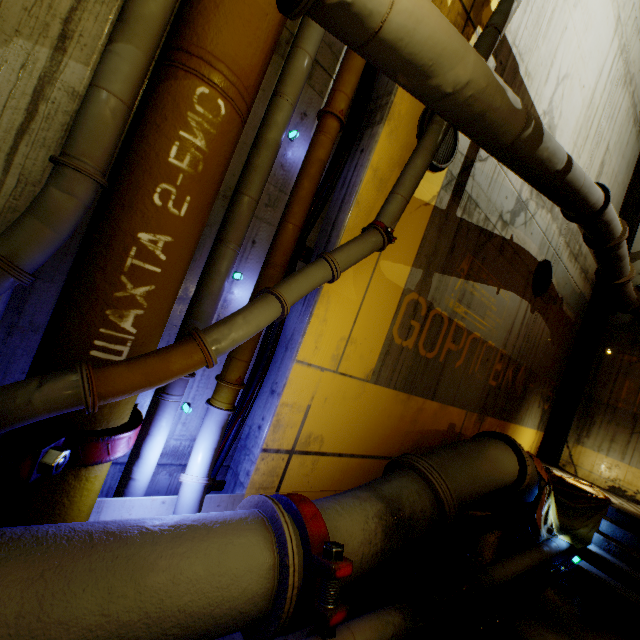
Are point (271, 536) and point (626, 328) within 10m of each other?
no

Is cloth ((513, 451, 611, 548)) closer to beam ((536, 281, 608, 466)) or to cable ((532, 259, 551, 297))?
beam ((536, 281, 608, 466))

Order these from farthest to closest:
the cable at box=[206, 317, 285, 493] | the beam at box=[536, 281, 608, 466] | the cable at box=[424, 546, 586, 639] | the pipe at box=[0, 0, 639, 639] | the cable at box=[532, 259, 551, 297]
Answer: the beam at box=[536, 281, 608, 466] < the cable at box=[532, 259, 551, 297] < the cable at box=[206, 317, 285, 493] < the cable at box=[424, 546, 586, 639] < the pipe at box=[0, 0, 639, 639]

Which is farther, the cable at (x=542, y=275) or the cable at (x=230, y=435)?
the cable at (x=542, y=275)

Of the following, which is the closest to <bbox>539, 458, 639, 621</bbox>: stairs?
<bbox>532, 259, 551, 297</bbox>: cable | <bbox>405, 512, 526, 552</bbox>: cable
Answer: <bbox>405, 512, 526, 552</bbox>: cable

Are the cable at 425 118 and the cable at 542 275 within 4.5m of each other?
yes

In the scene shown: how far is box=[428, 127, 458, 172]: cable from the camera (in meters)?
4.28

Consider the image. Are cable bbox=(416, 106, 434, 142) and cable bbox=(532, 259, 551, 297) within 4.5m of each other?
yes
